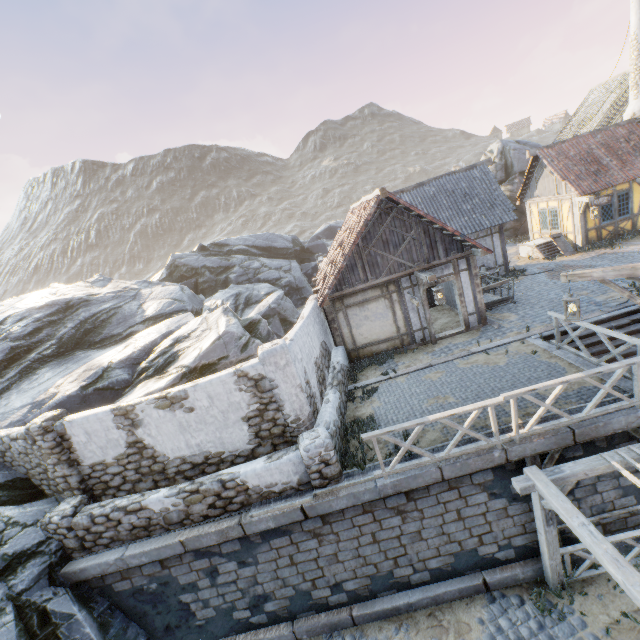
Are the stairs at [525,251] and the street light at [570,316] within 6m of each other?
no

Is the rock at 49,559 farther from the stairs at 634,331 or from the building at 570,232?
the stairs at 634,331

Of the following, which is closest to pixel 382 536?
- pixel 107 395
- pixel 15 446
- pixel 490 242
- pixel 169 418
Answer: pixel 169 418

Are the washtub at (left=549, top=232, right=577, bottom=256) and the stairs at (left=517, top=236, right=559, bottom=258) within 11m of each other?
yes

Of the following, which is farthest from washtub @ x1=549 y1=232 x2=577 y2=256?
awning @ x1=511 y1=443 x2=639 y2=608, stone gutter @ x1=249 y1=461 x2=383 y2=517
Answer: awning @ x1=511 y1=443 x2=639 y2=608

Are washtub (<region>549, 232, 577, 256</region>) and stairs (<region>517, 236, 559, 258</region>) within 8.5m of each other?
yes

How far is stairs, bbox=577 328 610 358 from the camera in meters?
9.9 m

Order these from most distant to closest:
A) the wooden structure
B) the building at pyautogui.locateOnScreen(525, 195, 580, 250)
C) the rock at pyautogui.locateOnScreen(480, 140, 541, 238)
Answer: A:
the rock at pyautogui.locateOnScreen(480, 140, 541, 238)
the building at pyautogui.locateOnScreen(525, 195, 580, 250)
the wooden structure
